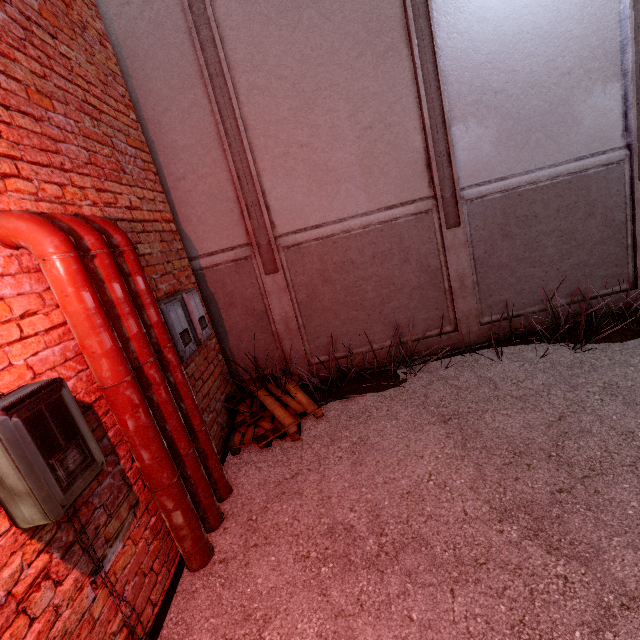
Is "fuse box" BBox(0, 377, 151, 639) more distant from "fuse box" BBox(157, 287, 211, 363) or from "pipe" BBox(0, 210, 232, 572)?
"fuse box" BBox(157, 287, 211, 363)

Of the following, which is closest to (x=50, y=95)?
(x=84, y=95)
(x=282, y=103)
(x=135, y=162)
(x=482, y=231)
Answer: (x=84, y=95)

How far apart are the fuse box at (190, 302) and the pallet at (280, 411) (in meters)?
1.08

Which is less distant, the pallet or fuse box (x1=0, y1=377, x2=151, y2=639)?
fuse box (x1=0, y1=377, x2=151, y2=639)

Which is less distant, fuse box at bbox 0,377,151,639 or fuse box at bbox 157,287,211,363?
fuse box at bbox 0,377,151,639

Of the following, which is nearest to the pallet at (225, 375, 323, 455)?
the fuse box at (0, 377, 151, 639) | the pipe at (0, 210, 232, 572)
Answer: the pipe at (0, 210, 232, 572)

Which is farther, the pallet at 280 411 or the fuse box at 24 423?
the pallet at 280 411

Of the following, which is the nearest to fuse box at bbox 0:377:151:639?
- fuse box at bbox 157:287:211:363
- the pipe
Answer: the pipe
